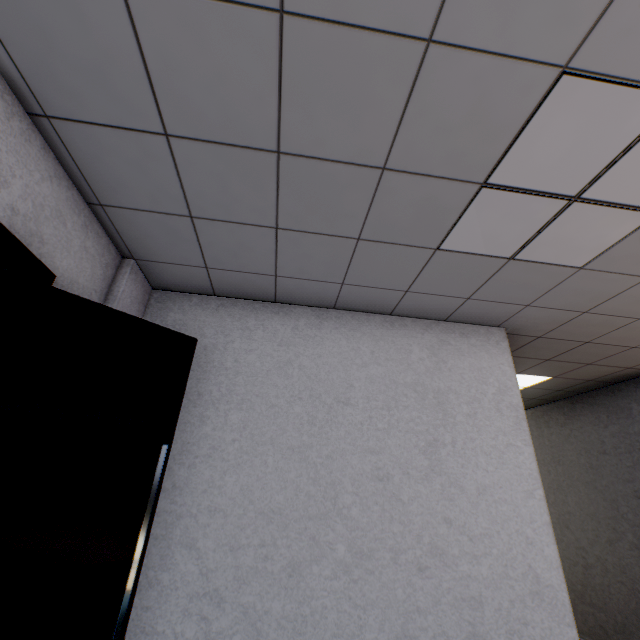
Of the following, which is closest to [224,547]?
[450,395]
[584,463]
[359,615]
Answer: [359,615]

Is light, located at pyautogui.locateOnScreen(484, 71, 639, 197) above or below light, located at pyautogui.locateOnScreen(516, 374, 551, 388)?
below

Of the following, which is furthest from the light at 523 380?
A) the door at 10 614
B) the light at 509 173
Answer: the door at 10 614

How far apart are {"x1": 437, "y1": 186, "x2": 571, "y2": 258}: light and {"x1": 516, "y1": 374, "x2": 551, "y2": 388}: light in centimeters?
235cm

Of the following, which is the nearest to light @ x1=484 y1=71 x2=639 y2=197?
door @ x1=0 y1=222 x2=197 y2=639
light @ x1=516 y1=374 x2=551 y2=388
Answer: door @ x1=0 y1=222 x2=197 y2=639

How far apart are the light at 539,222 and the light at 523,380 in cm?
235

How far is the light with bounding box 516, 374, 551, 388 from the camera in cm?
403
